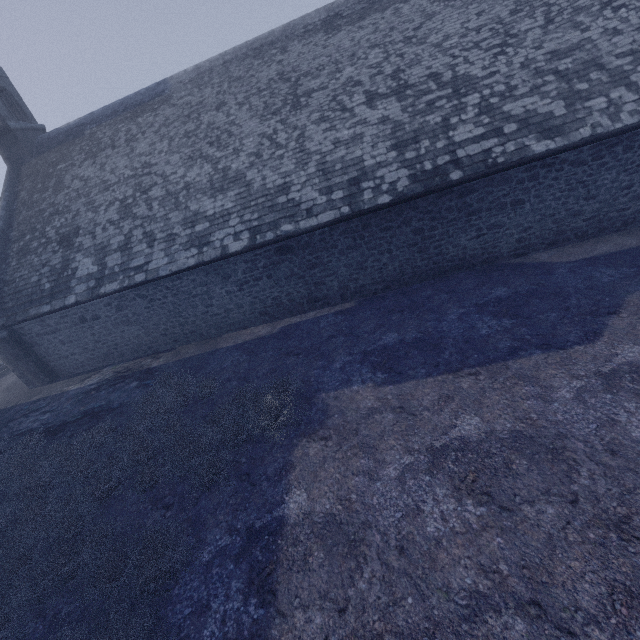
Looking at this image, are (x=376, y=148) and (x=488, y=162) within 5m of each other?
yes
